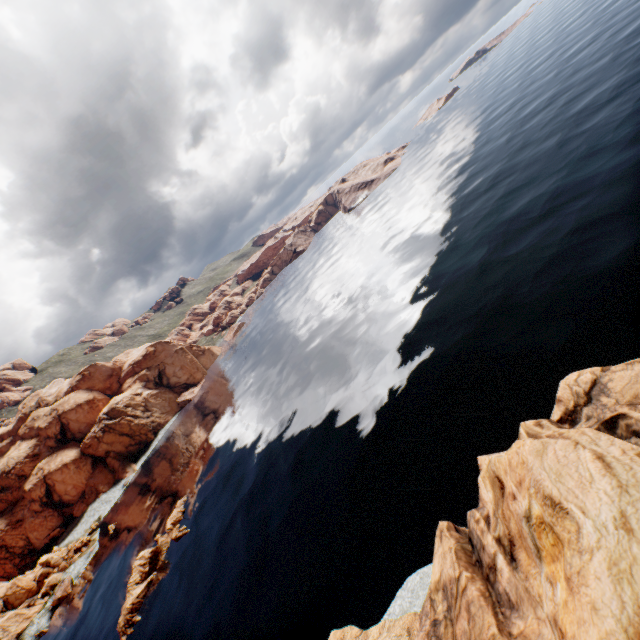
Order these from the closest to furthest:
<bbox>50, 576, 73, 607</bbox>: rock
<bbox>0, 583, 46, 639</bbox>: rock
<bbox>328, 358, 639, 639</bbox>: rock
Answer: <bbox>328, 358, 639, 639</bbox>: rock < <bbox>0, 583, 46, 639</bbox>: rock < <bbox>50, 576, 73, 607</bbox>: rock

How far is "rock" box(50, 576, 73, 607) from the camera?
56.97m

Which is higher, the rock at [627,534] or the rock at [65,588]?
the rock at [627,534]

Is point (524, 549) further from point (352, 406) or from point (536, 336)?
point (352, 406)

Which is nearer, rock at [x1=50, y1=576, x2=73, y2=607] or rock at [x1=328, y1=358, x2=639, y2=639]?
rock at [x1=328, y1=358, x2=639, y2=639]
